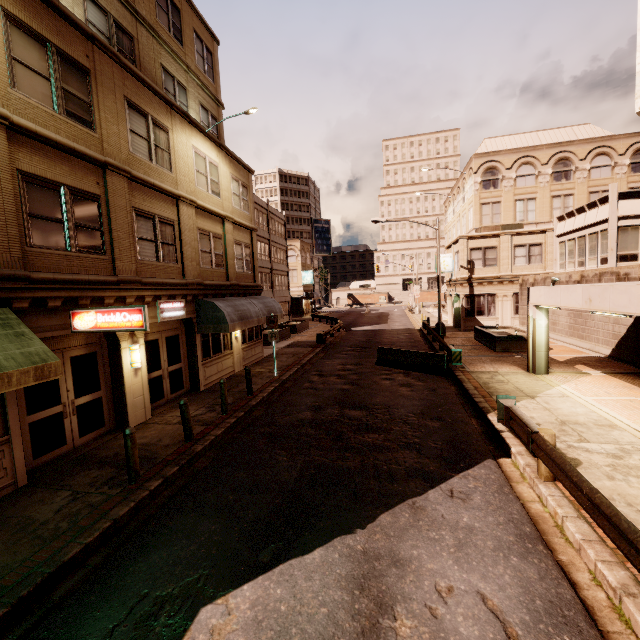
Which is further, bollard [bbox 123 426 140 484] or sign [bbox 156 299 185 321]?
sign [bbox 156 299 185 321]

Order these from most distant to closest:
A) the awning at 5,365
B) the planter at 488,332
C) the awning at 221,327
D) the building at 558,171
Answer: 1. the building at 558,171
2. the planter at 488,332
3. the awning at 221,327
4. the awning at 5,365

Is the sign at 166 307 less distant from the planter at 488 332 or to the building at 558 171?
the building at 558 171

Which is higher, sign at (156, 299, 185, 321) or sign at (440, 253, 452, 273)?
sign at (440, 253, 452, 273)

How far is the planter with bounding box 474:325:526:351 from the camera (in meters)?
18.33

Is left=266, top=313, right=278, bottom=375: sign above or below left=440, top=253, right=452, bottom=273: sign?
below

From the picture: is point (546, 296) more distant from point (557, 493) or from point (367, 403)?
point (557, 493)

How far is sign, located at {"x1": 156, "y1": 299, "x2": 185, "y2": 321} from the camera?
11.5 meters
